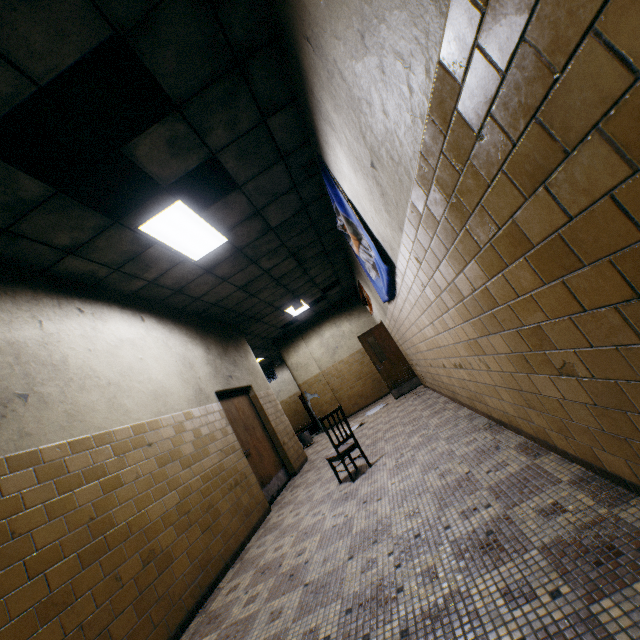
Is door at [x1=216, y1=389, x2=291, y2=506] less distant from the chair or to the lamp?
the chair

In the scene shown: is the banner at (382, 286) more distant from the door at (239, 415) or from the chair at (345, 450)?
the door at (239, 415)

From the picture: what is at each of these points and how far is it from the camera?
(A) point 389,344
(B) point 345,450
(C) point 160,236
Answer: (A) door, 9.4 meters
(B) chair, 4.4 meters
(C) lamp, 4.2 meters

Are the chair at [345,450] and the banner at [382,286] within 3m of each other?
yes

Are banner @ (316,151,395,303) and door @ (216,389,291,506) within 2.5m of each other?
no

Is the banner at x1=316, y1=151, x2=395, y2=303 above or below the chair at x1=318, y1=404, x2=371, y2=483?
above

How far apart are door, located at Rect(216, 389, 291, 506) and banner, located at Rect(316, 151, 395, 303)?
3.6 meters

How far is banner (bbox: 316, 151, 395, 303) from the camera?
3.93m
